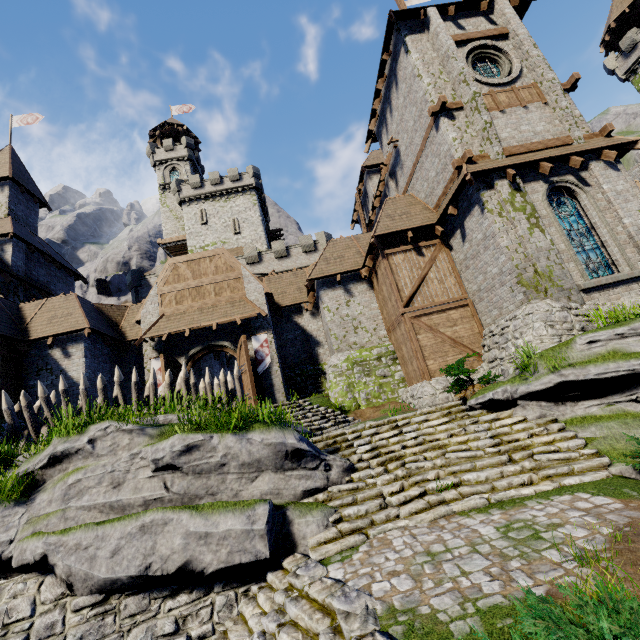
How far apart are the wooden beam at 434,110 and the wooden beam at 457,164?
2.4 meters

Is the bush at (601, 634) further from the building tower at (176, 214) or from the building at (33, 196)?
the building tower at (176, 214)

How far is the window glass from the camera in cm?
1198

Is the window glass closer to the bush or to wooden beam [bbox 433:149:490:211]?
wooden beam [bbox 433:149:490:211]

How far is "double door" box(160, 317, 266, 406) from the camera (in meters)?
14.73

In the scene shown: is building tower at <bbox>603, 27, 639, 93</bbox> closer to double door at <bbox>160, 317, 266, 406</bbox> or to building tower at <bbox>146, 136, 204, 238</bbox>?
double door at <bbox>160, 317, 266, 406</bbox>

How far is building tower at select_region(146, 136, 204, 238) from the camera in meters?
44.1 m

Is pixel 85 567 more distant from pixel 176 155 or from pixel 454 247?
pixel 176 155
